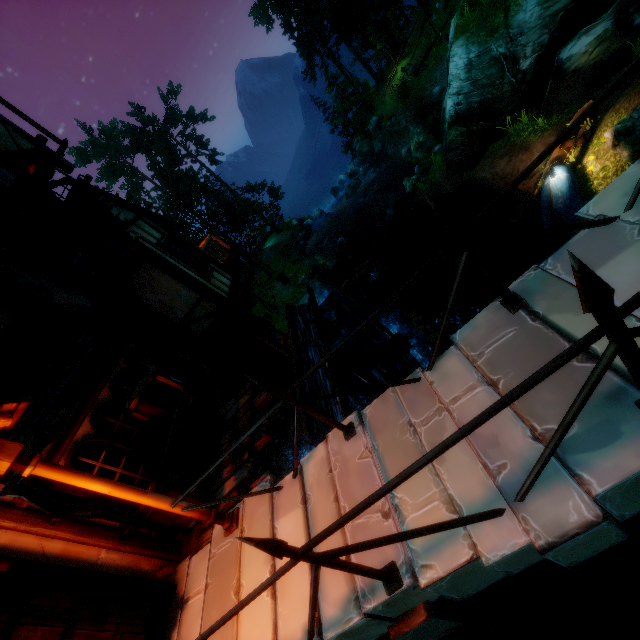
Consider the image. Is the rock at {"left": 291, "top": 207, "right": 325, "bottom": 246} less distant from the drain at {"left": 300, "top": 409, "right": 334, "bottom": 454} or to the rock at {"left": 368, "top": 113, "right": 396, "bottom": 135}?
the rock at {"left": 368, "top": 113, "right": 396, "bottom": 135}

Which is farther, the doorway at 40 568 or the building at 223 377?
the building at 223 377

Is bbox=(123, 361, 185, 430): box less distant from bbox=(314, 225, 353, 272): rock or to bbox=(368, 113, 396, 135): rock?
bbox=(314, 225, 353, 272): rock

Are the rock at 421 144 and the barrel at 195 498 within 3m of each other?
no

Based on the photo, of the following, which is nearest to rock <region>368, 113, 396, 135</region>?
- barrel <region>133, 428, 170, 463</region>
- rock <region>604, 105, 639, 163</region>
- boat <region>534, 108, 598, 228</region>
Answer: boat <region>534, 108, 598, 228</region>

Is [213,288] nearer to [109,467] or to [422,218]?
[109,467]

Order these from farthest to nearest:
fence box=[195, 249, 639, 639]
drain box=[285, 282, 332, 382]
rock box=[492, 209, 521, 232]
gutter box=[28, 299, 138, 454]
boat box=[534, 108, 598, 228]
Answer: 1. rock box=[492, 209, 521, 232]
2. boat box=[534, 108, 598, 228]
3. drain box=[285, 282, 332, 382]
4. gutter box=[28, 299, 138, 454]
5. fence box=[195, 249, 639, 639]

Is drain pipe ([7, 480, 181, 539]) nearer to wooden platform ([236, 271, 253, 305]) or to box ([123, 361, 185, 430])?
box ([123, 361, 185, 430])
